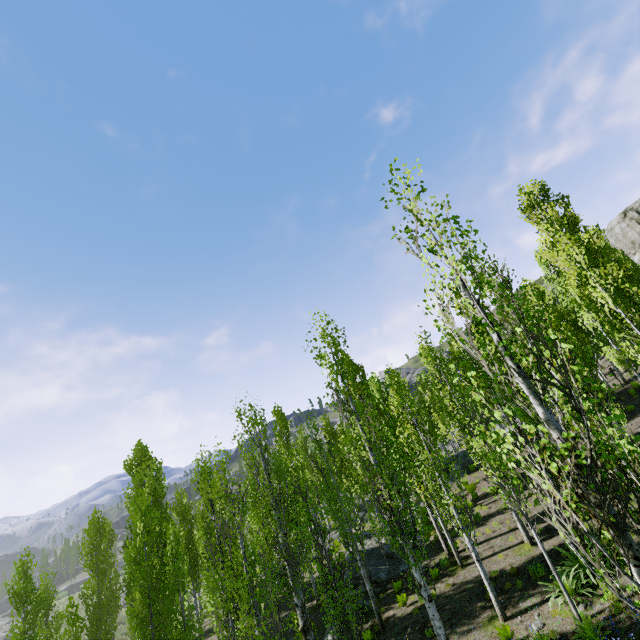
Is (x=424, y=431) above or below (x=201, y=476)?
below

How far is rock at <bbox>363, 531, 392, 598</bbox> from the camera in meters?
16.7

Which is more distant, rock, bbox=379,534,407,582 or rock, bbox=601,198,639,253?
rock, bbox=601,198,639,253

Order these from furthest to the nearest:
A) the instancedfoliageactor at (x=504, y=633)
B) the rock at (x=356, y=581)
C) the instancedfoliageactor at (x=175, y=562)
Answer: the rock at (x=356, y=581)
the instancedfoliageactor at (x=504, y=633)
the instancedfoliageactor at (x=175, y=562)

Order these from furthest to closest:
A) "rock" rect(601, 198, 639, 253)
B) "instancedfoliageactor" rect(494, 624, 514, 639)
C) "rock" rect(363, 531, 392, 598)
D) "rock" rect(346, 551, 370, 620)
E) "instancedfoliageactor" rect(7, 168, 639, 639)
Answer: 1. "rock" rect(601, 198, 639, 253)
2. "rock" rect(363, 531, 392, 598)
3. "rock" rect(346, 551, 370, 620)
4. "instancedfoliageactor" rect(494, 624, 514, 639)
5. "instancedfoliageactor" rect(7, 168, 639, 639)

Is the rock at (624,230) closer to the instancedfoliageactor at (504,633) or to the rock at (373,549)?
the instancedfoliageactor at (504,633)

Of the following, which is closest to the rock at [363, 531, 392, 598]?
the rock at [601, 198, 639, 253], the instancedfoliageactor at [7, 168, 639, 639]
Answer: the instancedfoliageactor at [7, 168, 639, 639]

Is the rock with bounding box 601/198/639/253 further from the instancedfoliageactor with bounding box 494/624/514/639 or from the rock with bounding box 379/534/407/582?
the rock with bounding box 379/534/407/582
